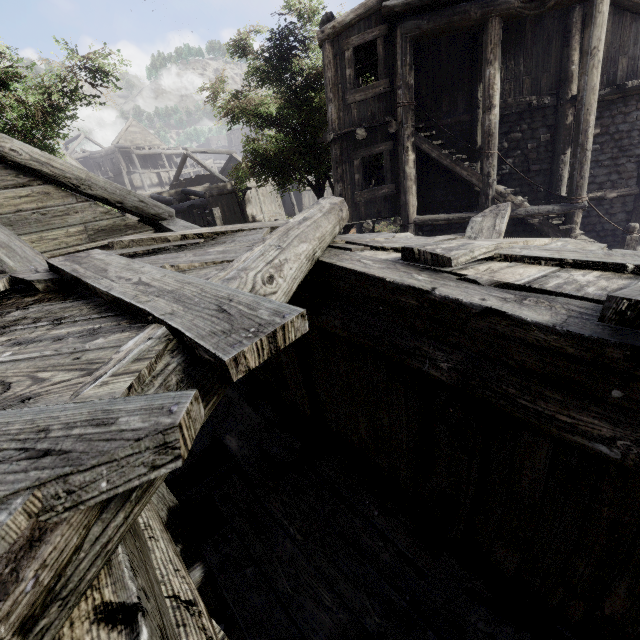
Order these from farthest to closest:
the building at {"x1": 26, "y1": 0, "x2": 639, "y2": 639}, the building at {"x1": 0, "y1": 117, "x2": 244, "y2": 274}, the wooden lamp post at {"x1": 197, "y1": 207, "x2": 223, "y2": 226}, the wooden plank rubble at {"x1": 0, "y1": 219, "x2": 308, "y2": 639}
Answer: the wooden lamp post at {"x1": 197, "y1": 207, "x2": 223, "y2": 226}, the building at {"x1": 0, "y1": 117, "x2": 244, "y2": 274}, the building at {"x1": 26, "y1": 0, "x2": 639, "y2": 639}, the wooden plank rubble at {"x1": 0, "y1": 219, "x2": 308, "y2": 639}

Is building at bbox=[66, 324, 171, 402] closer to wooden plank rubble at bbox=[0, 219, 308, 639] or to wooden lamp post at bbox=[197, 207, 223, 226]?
wooden plank rubble at bbox=[0, 219, 308, 639]

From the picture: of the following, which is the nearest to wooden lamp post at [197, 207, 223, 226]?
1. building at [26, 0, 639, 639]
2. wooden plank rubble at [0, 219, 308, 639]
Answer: building at [26, 0, 639, 639]

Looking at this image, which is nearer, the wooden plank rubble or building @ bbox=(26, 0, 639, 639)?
the wooden plank rubble

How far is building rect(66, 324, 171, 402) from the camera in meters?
1.0 m

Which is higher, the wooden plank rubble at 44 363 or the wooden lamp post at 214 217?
the wooden plank rubble at 44 363

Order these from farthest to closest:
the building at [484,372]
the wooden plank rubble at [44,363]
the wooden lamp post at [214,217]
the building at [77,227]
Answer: the wooden lamp post at [214,217] < the building at [77,227] < the building at [484,372] < the wooden plank rubble at [44,363]

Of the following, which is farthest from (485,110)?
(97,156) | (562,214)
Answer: (97,156)
